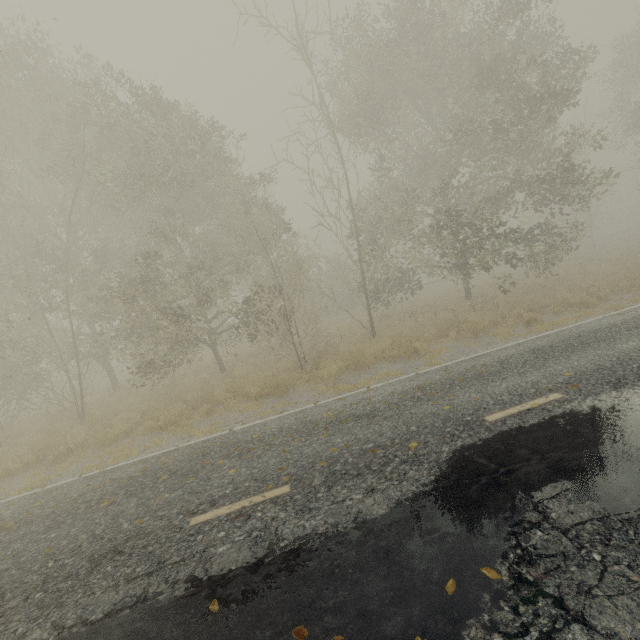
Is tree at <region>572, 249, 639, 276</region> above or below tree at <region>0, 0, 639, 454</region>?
below

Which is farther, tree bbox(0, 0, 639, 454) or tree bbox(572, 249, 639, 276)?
tree bbox(572, 249, 639, 276)

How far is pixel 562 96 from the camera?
12.1m

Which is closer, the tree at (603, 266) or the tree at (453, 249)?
the tree at (453, 249)

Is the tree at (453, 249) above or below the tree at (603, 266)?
above
